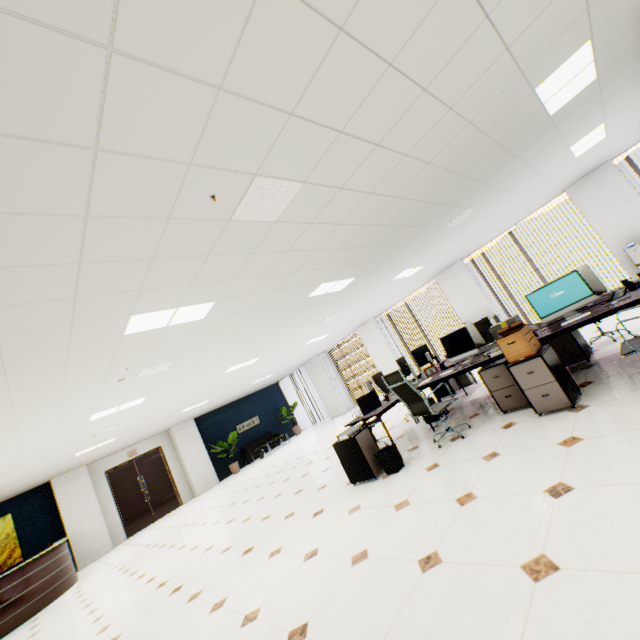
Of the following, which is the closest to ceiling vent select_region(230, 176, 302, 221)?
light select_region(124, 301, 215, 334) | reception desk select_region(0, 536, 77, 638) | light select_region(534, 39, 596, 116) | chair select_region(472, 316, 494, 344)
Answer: light select_region(124, 301, 215, 334)

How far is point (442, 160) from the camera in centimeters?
354cm

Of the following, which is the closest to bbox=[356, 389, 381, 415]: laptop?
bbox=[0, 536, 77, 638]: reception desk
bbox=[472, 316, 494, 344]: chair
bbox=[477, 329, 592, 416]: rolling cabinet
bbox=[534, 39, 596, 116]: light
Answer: bbox=[477, 329, 592, 416]: rolling cabinet

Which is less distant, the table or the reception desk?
the table

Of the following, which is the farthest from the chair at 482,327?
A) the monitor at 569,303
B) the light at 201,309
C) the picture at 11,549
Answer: the picture at 11,549

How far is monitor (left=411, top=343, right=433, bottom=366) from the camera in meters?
6.3

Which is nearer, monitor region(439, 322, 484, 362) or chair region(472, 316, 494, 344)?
monitor region(439, 322, 484, 362)

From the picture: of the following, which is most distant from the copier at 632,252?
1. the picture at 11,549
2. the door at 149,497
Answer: the picture at 11,549
